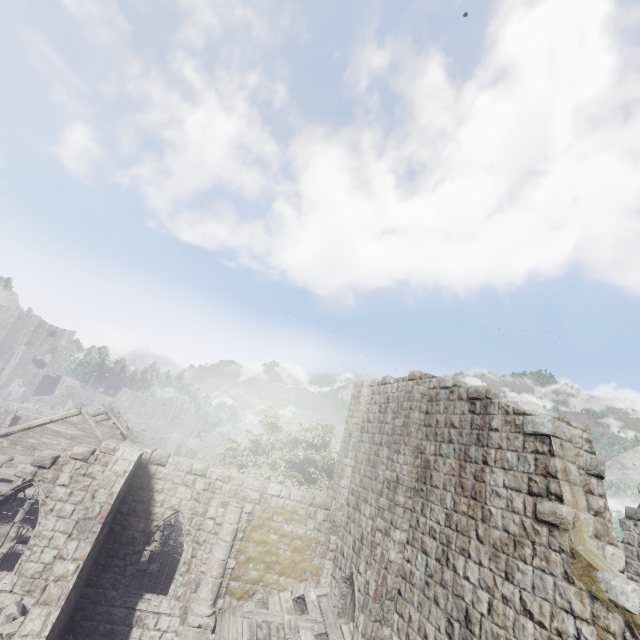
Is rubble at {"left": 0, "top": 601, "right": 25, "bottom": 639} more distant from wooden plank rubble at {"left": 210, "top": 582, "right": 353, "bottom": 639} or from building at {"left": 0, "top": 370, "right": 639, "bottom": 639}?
wooden plank rubble at {"left": 210, "top": 582, "right": 353, "bottom": 639}

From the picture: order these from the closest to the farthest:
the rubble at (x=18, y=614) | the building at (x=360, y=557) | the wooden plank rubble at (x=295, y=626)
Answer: the building at (x=360, y=557), the rubble at (x=18, y=614), the wooden plank rubble at (x=295, y=626)

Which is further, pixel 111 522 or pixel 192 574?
pixel 192 574

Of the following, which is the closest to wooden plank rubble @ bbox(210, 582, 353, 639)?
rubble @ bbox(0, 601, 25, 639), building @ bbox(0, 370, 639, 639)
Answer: building @ bbox(0, 370, 639, 639)

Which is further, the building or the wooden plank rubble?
the wooden plank rubble

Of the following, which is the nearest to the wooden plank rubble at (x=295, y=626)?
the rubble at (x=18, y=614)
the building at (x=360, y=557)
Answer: the building at (x=360, y=557)
